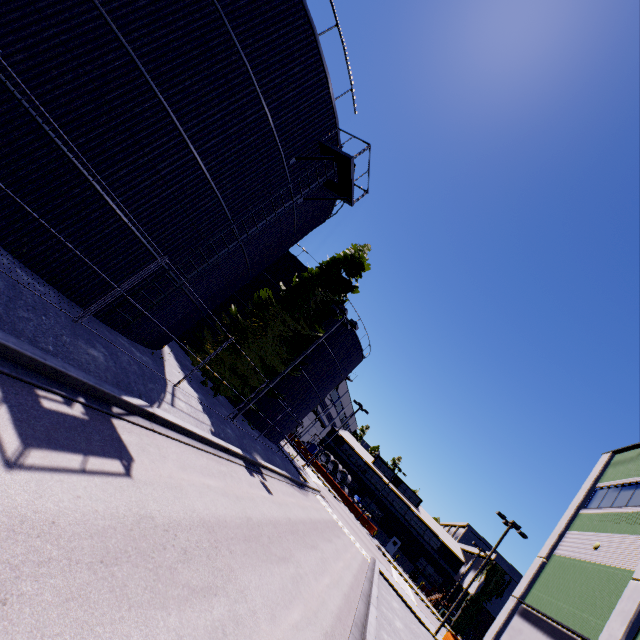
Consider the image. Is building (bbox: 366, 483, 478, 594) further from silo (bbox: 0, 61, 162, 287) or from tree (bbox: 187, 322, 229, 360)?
silo (bbox: 0, 61, 162, 287)

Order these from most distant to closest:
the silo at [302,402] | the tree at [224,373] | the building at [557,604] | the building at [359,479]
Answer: the building at [359,479] → the silo at [302,402] → the tree at [224,373] → the building at [557,604]

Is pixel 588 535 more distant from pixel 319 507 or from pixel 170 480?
pixel 170 480

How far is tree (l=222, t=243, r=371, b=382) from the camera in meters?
21.6 m

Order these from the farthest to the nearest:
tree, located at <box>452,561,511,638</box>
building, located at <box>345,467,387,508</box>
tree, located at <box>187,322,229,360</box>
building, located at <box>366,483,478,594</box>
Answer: building, located at <box>345,467,387,508</box> → building, located at <box>366,483,478,594</box> → tree, located at <box>452,561,511,638</box> → tree, located at <box>187,322,229,360</box>

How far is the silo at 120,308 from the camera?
11.4m

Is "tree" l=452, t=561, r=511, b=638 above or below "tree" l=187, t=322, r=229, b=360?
above

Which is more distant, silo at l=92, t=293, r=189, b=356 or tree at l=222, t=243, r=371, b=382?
tree at l=222, t=243, r=371, b=382
